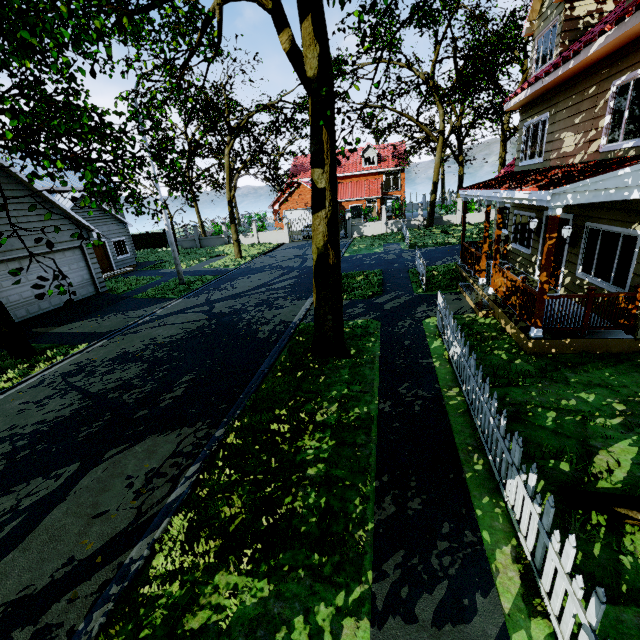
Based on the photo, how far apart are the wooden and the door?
25.3m

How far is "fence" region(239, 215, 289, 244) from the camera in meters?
32.0

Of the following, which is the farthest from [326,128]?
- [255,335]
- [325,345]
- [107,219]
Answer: [107,219]

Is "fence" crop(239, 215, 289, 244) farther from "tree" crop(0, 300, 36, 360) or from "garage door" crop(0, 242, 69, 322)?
"garage door" crop(0, 242, 69, 322)

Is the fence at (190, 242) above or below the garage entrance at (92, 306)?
above

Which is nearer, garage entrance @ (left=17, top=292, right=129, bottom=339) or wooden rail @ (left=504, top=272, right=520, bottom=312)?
wooden rail @ (left=504, top=272, right=520, bottom=312)

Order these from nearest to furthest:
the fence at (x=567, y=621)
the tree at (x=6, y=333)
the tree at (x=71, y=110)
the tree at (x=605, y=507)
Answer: the fence at (x=567, y=621) < the tree at (x=605, y=507) < the tree at (x=71, y=110) < the tree at (x=6, y=333)

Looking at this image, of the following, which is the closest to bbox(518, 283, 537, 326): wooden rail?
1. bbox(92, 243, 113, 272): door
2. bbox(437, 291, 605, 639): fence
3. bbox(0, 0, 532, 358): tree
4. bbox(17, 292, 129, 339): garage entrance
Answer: bbox(437, 291, 605, 639): fence
